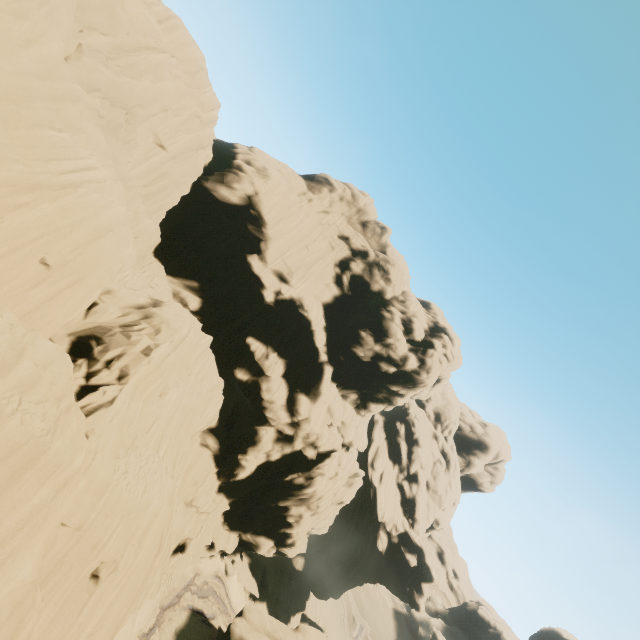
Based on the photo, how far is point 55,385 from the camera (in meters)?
11.51
